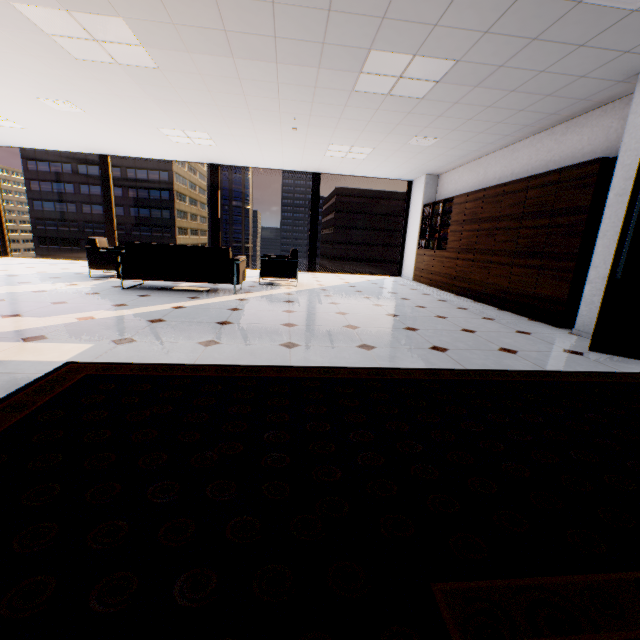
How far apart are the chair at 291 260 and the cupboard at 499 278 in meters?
3.6

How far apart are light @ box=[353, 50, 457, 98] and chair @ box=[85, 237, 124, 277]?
5.1 meters

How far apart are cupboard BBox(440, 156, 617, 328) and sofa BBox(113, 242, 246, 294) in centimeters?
456cm

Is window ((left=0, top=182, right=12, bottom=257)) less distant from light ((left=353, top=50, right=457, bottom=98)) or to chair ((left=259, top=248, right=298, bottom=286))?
chair ((left=259, top=248, right=298, bottom=286))

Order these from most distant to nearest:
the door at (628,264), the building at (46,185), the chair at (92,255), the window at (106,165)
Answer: the building at (46,185), the window at (106,165), the chair at (92,255), the door at (628,264)

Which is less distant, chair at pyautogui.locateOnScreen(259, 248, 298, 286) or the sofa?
the sofa

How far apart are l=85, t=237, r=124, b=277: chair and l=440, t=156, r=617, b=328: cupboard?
6.95m

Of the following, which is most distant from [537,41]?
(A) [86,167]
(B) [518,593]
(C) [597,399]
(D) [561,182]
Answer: (A) [86,167]
